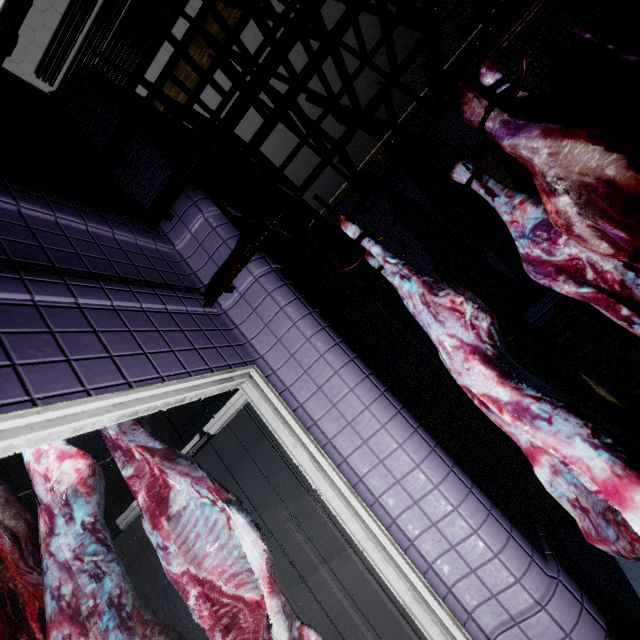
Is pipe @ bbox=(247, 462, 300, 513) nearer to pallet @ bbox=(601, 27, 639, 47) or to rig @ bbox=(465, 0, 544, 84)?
pallet @ bbox=(601, 27, 639, 47)

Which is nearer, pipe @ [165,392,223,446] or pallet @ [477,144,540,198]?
pallet @ [477,144,540,198]

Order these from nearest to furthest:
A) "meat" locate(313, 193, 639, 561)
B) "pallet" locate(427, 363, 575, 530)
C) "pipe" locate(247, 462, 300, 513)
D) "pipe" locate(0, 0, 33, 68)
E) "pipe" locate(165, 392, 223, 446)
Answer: "meat" locate(313, 193, 639, 561) → "pipe" locate(0, 0, 33, 68) → "pallet" locate(427, 363, 575, 530) → "pipe" locate(247, 462, 300, 513) → "pipe" locate(165, 392, 223, 446)

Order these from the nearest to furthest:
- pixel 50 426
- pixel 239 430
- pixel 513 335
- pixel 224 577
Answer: pixel 50 426 → pixel 224 577 → pixel 513 335 → pixel 239 430

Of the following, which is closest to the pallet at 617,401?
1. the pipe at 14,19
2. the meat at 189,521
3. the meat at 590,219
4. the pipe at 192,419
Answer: the meat at 590,219

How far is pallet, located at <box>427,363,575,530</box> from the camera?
2.2 meters

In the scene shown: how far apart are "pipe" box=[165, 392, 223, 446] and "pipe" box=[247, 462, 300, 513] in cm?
171

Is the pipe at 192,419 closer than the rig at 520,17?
No
